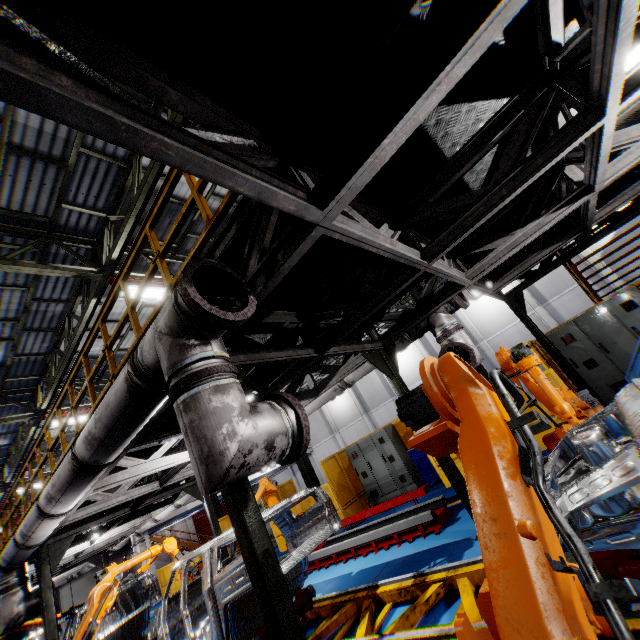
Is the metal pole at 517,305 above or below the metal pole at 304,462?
above

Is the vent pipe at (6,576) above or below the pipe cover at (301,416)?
above

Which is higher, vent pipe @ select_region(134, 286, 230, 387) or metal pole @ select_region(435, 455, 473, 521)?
vent pipe @ select_region(134, 286, 230, 387)

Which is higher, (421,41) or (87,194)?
(87,194)

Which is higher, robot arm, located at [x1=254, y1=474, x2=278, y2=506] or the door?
the door

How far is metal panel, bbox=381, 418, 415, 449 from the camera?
11.70m

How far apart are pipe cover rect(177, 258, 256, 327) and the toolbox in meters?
9.1

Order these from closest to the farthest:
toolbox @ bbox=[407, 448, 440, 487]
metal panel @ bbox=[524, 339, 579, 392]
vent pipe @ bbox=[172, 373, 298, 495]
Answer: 1. vent pipe @ bbox=[172, 373, 298, 495]
2. metal panel @ bbox=[524, 339, 579, 392]
3. toolbox @ bbox=[407, 448, 440, 487]
